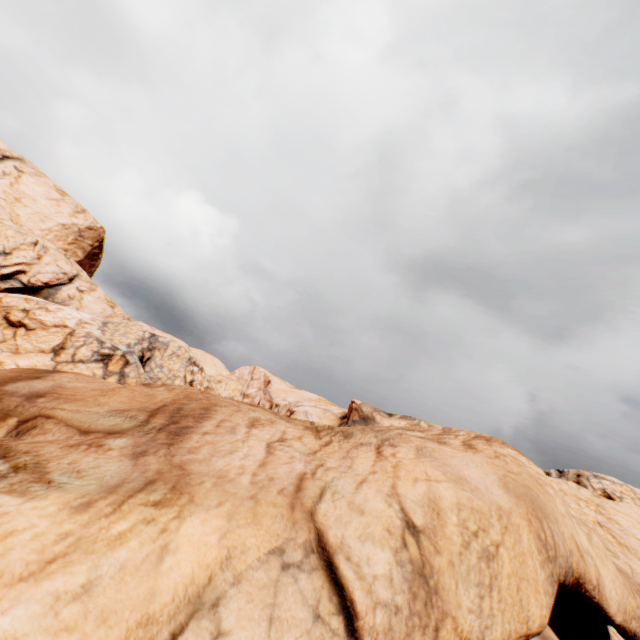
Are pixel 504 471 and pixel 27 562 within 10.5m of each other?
yes
